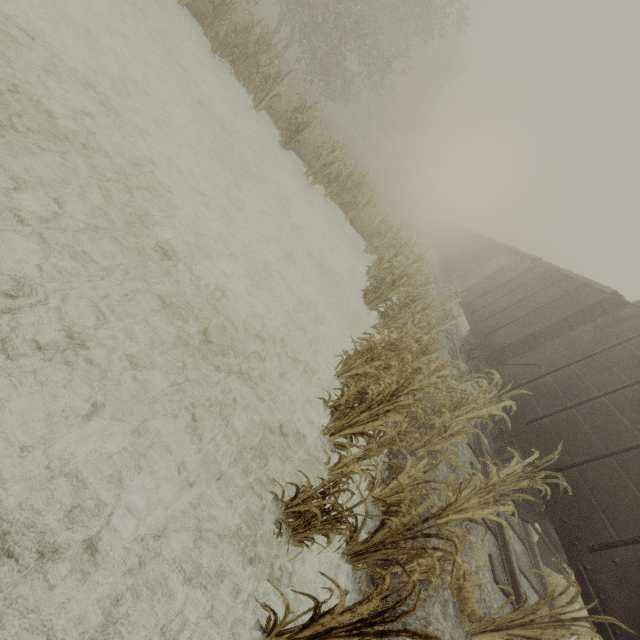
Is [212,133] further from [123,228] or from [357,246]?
[357,246]
